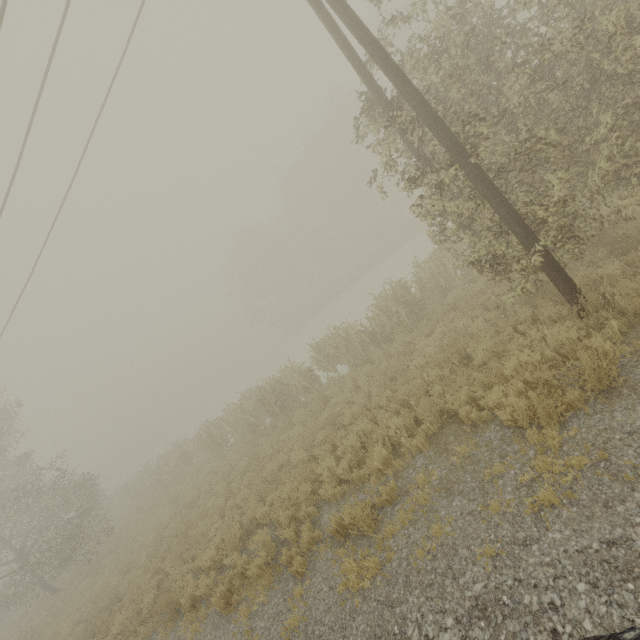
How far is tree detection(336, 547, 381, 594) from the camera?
4.9m

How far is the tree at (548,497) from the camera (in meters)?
3.89

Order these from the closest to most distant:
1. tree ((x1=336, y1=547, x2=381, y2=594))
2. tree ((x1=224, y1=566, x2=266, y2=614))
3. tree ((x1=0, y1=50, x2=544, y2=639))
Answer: tree ((x1=336, y1=547, x2=381, y2=594)) < tree ((x1=224, y1=566, x2=266, y2=614)) < tree ((x1=0, y1=50, x2=544, y2=639))

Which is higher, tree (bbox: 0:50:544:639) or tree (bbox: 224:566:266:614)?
tree (bbox: 0:50:544:639)

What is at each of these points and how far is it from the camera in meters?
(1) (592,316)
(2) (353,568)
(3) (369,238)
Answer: (1) utility pole, 6.0 m
(2) tree, 5.2 m
(3) tree, 44.4 m

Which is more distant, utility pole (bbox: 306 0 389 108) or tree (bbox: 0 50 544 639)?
tree (bbox: 0 50 544 639)
